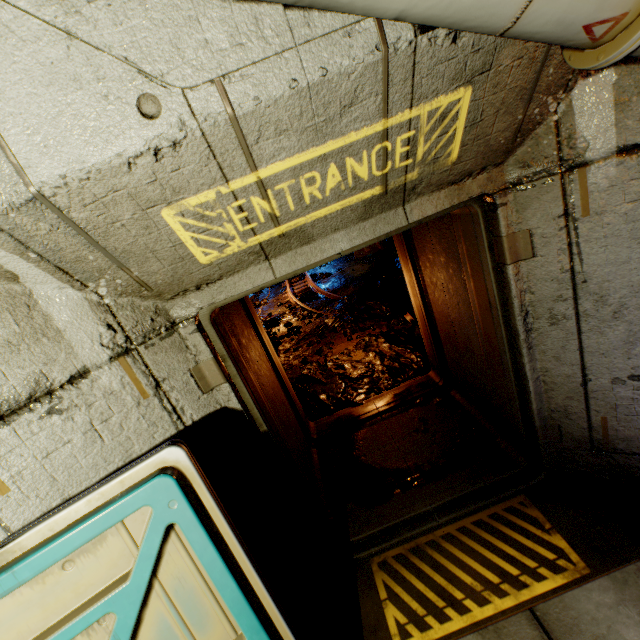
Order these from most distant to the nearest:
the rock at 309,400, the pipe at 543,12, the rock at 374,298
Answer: the rock at 374,298 < the rock at 309,400 < the pipe at 543,12

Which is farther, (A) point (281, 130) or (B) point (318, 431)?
(B) point (318, 431)

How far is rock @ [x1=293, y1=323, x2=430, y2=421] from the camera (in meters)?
4.61

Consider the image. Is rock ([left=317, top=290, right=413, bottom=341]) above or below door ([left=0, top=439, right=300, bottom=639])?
below

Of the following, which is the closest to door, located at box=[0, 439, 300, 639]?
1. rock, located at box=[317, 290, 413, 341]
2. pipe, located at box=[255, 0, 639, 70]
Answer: pipe, located at box=[255, 0, 639, 70]

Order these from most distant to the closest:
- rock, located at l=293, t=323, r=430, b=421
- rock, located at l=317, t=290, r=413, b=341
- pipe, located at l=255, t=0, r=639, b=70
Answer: rock, located at l=317, t=290, r=413, b=341 < rock, located at l=293, t=323, r=430, b=421 < pipe, located at l=255, t=0, r=639, b=70

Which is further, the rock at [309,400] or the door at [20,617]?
the rock at [309,400]
